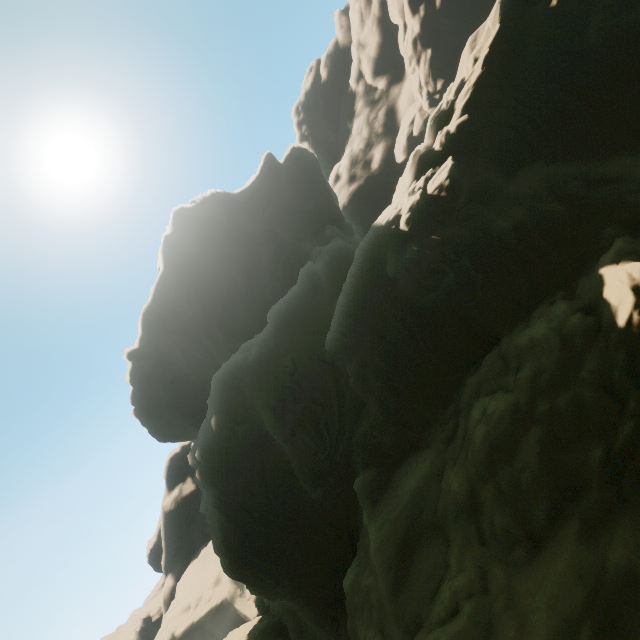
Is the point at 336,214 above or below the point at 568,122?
above
